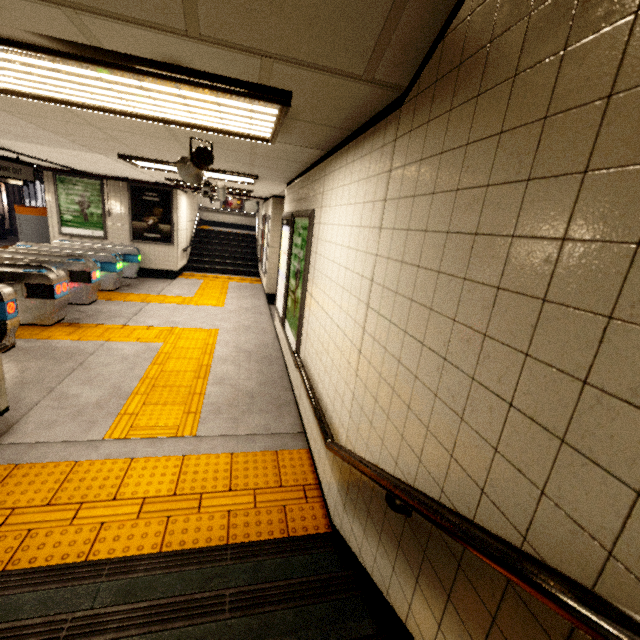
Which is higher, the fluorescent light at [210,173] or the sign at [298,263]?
the fluorescent light at [210,173]

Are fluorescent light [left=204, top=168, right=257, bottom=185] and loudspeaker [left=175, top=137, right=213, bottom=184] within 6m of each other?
yes

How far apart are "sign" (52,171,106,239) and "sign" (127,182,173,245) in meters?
0.6 m

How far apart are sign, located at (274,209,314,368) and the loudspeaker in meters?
1.1

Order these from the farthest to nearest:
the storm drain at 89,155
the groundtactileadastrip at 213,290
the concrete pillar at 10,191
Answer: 1. the concrete pillar at 10,191
2. the groundtactileadastrip at 213,290
3. the storm drain at 89,155

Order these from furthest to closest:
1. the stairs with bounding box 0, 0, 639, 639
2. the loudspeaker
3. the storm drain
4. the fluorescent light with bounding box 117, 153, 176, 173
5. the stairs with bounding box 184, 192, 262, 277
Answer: the stairs with bounding box 184, 192, 262, 277, the fluorescent light with bounding box 117, 153, 176, 173, the loudspeaker, the storm drain, the stairs with bounding box 0, 0, 639, 639

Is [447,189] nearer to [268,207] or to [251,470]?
[251,470]

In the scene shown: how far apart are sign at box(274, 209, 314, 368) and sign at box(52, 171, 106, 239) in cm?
844
